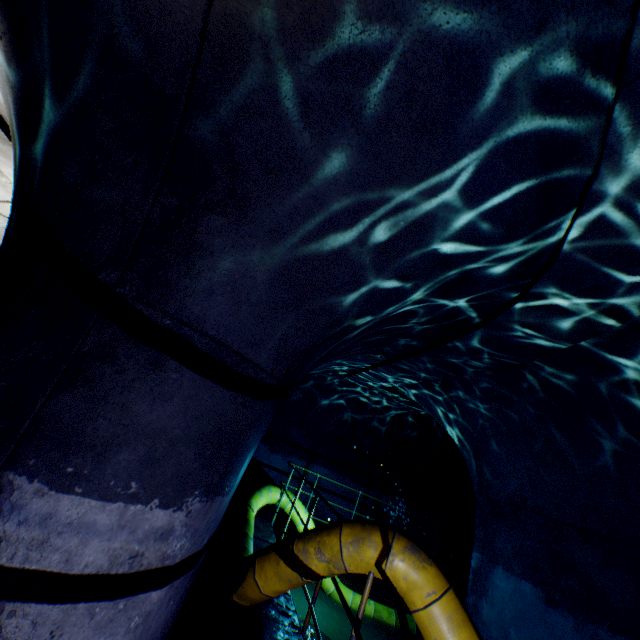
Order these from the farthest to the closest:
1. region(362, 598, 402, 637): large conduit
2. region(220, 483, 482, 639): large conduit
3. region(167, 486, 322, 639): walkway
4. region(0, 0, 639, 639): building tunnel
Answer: region(362, 598, 402, 637): large conduit
region(167, 486, 322, 639): walkway
region(220, 483, 482, 639): large conduit
region(0, 0, 639, 639): building tunnel

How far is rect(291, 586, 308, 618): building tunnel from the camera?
6.07m

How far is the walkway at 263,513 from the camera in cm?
530

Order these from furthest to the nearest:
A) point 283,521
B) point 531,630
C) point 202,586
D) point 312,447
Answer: point 312,447 → point 283,521 → point 531,630 → point 202,586

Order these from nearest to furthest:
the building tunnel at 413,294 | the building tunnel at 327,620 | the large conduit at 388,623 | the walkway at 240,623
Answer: the building tunnel at 413,294 < the walkway at 240,623 < the building tunnel at 327,620 < the large conduit at 388,623

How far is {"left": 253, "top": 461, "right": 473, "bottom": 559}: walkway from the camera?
5.30m

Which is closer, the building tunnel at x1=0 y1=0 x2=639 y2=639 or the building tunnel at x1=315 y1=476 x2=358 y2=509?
the building tunnel at x1=0 y1=0 x2=639 y2=639
